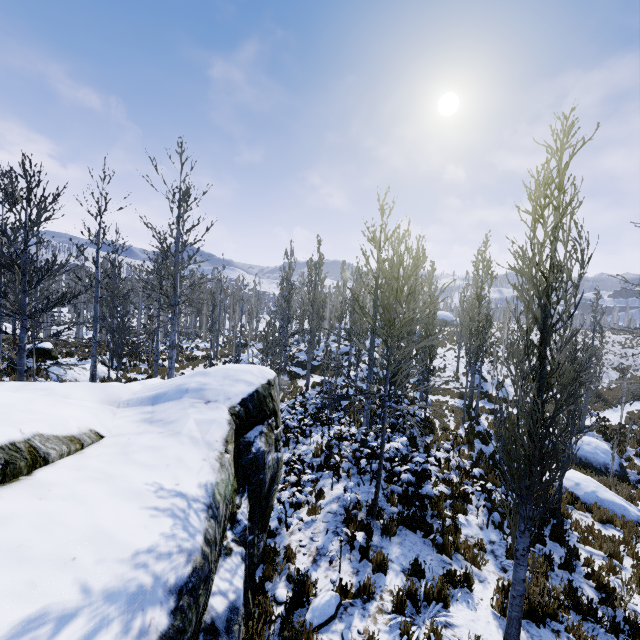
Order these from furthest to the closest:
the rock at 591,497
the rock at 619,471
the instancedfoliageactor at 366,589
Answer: the rock at 619,471 → the rock at 591,497 → the instancedfoliageactor at 366,589

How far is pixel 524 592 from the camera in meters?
4.4 m

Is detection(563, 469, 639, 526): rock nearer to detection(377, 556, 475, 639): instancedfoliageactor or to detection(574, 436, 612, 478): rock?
detection(377, 556, 475, 639): instancedfoliageactor

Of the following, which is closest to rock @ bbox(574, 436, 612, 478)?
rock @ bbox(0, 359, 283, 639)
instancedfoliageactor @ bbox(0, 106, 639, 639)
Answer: instancedfoliageactor @ bbox(0, 106, 639, 639)

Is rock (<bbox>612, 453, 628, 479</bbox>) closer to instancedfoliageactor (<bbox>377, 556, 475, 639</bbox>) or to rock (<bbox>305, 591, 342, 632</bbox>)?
instancedfoliageactor (<bbox>377, 556, 475, 639</bbox>)

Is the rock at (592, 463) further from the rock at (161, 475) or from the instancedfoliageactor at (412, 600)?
the rock at (161, 475)

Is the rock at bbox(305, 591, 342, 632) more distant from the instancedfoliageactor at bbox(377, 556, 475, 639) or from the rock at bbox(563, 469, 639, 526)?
the rock at bbox(563, 469, 639, 526)
